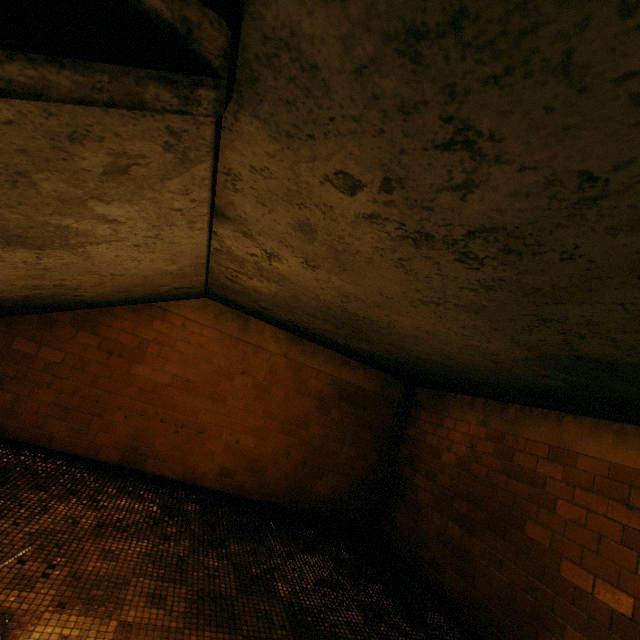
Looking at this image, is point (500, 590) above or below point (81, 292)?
below
